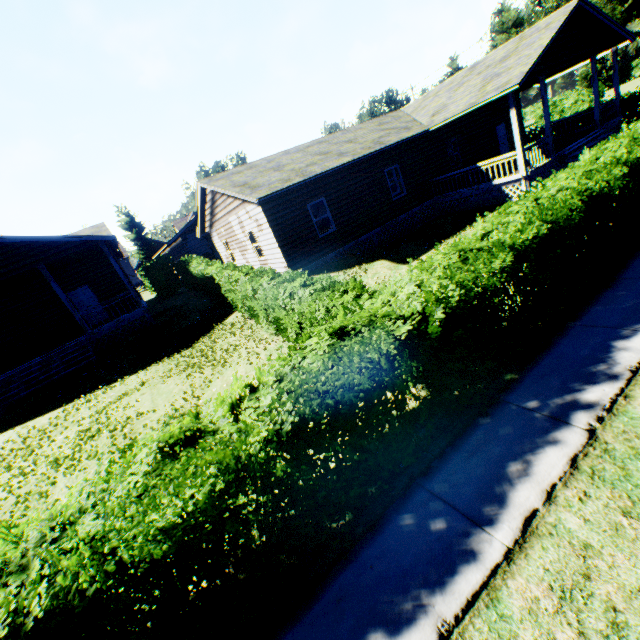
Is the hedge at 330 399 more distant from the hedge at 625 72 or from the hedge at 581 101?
the hedge at 625 72

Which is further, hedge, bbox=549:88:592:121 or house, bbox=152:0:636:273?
hedge, bbox=549:88:592:121

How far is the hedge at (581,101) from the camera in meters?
32.2 m

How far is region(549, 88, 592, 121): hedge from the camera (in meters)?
32.25

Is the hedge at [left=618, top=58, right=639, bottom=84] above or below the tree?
below

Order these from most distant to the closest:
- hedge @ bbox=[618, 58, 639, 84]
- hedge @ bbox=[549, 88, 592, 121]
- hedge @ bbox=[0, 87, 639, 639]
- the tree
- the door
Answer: hedge @ bbox=[618, 58, 639, 84], the tree, hedge @ bbox=[549, 88, 592, 121], the door, hedge @ bbox=[0, 87, 639, 639]

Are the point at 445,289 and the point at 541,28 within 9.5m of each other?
no

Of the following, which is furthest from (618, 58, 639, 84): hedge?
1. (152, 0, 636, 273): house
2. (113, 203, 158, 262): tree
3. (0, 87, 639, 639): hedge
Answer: (113, 203, 158, 262): tree
